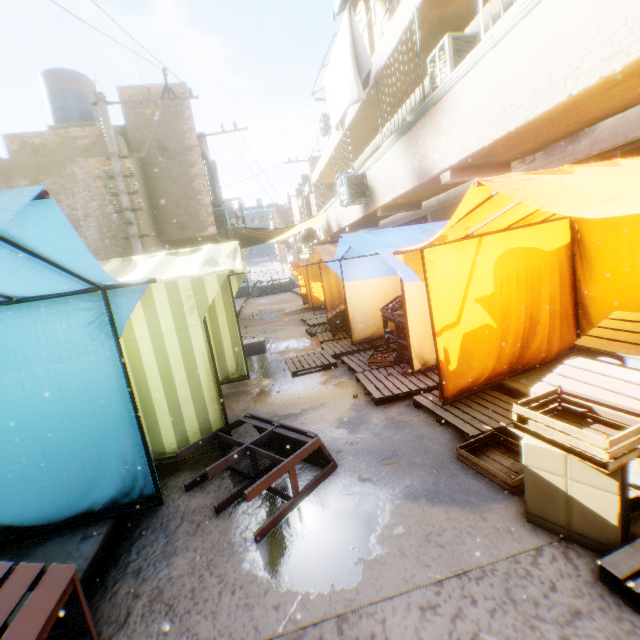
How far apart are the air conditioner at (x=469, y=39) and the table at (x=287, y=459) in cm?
704

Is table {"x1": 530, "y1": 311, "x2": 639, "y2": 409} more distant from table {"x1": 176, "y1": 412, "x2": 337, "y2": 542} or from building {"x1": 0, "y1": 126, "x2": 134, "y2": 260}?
table {"x1": 176, "y1": 412, "x2": 337, "y2": 542}

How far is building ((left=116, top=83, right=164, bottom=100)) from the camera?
10.3m

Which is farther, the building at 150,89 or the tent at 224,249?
the building at 150,89

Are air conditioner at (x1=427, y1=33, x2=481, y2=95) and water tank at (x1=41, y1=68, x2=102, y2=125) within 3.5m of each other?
no

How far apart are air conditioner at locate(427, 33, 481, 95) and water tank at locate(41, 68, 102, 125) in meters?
11.7

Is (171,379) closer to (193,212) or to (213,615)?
(213,615)

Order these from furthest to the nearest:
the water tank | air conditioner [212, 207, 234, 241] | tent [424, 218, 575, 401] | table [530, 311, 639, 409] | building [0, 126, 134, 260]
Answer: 1. air conditioner [212, 207, 234, 241]
2. the water tank
3. building [0, 126, 134, 260]
4. tent [424, 218, 575, 401]
5. table [530, 311, 639, 409]
